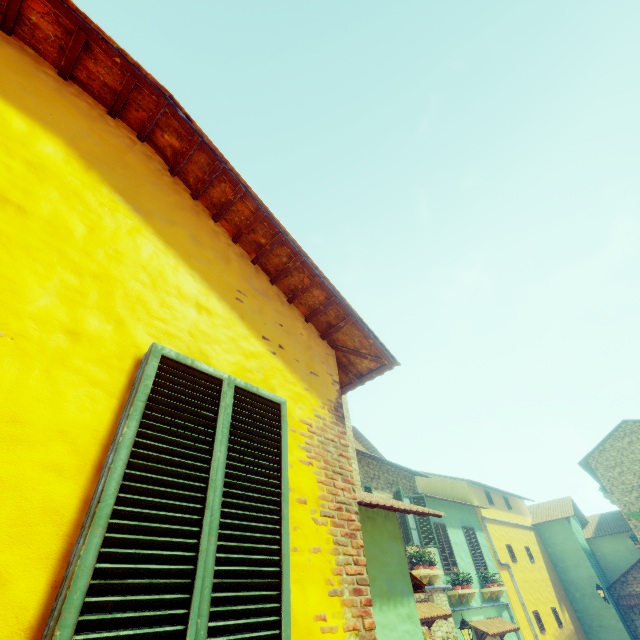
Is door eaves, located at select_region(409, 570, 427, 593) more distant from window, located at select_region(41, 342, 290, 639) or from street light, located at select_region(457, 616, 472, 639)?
street light, located at select_region(457, 616, 472, 639)

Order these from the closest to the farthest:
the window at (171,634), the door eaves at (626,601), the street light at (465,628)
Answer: the window at (171,634) → the street light at (465,628) → the door eaves at (626,601)

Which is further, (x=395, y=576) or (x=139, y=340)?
(x=395, y=576)

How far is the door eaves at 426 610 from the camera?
8.5 meters

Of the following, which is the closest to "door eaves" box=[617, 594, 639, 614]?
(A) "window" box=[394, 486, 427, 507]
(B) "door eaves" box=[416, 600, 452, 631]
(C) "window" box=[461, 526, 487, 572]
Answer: (C) "window" box=[461, 526, 487, 572]

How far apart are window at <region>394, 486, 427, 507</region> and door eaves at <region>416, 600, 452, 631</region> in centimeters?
128cm

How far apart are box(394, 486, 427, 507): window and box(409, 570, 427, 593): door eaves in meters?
5.2

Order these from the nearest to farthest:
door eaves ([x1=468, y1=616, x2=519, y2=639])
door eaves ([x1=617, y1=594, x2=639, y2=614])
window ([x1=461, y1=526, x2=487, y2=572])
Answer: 1. door eaves ([x1=468, y1=616, x2=519, y2=639])
2. window ([x1=461, y1=526, x2=487, y2=572])
3. door eaves ([x1=617, y1=594, x2=639, y2=614])
